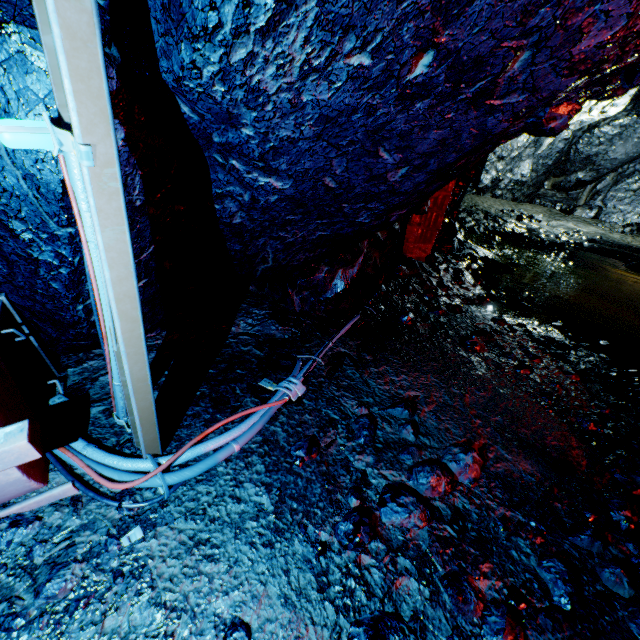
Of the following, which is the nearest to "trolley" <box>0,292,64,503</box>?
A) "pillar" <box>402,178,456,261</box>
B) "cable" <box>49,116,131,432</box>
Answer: "cable" <box>49,116,131,432</box>

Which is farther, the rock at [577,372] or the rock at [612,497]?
the rock at [577,372]

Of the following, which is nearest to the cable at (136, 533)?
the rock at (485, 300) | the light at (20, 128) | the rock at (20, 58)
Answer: the rock at (20, 58)

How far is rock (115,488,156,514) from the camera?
1.9 meters

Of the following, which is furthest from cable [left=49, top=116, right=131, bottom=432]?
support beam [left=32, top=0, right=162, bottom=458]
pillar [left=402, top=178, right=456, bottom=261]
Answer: pillar [left=402, top=178, right=456, bottom=261]

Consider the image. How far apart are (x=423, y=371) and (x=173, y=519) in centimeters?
259cm

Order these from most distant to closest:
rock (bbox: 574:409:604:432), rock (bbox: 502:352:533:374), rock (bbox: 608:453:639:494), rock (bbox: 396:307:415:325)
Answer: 1. rock (bbox: 396:307:415:325)
2. rock (bbox: 502:352:533:374)
3. rock (bbox: 574:409:604:432)
4. rock (bbox: 608:453:639:494)
